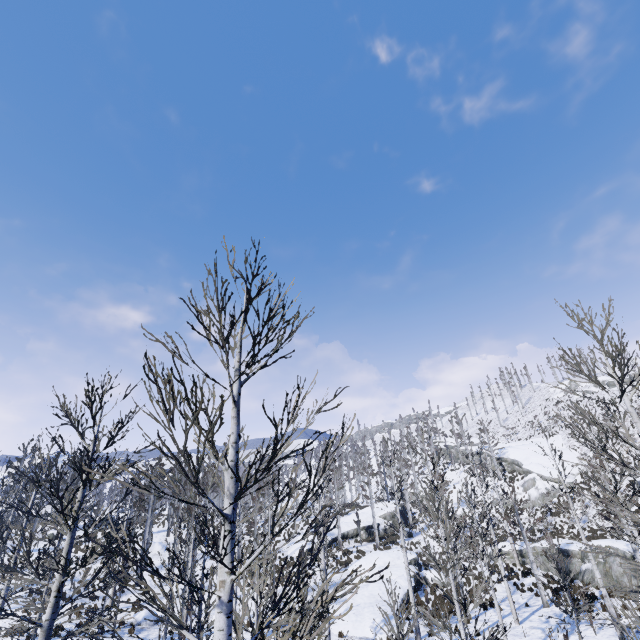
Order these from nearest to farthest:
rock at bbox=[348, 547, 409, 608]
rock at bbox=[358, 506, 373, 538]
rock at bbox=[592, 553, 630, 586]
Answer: rock at bbox=[592, 553, 630, 586]
rock at bbox=[348, 547, 409, 608]
rock at bbox=[358, 506, 373, 538]

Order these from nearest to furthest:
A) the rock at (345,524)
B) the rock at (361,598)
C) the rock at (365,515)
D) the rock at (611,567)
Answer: the rock at (361,598) → the rock at (611,567) → the rock at (345,524) → the rock at (365,515)

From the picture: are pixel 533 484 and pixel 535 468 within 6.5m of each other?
yes

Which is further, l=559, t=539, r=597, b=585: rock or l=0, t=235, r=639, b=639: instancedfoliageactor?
l=559, t=539, r=597, b=585: rock

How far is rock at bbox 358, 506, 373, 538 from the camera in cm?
3881

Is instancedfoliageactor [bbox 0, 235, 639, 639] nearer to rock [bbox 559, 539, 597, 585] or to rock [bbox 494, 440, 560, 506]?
rock [bbox 559, 539, 597, 585]

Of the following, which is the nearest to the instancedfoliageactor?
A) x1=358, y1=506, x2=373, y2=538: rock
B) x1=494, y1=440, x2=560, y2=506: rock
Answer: x1=358, y1=506, x2=373, y2=538: rock

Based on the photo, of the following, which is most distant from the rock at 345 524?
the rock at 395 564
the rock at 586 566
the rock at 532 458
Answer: the rock at 532 458
